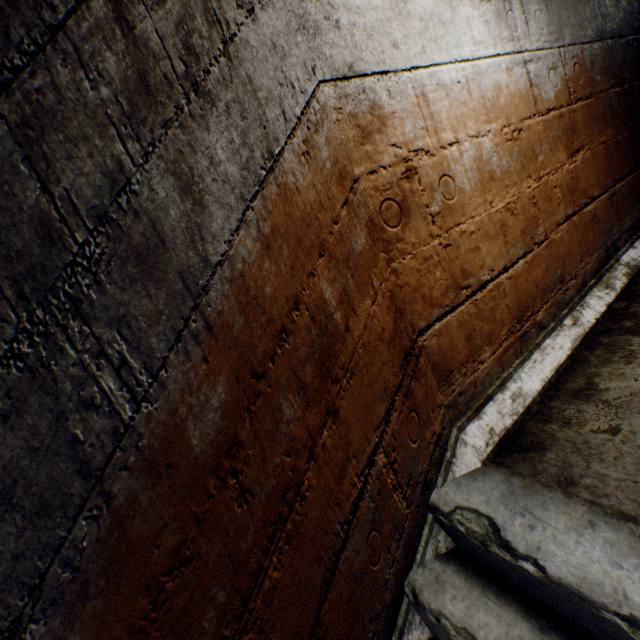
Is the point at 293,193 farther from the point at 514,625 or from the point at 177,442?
the point at 514,625
